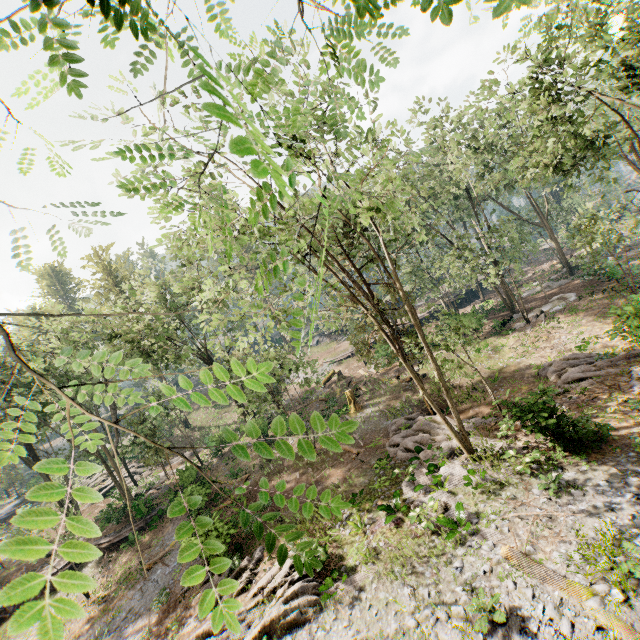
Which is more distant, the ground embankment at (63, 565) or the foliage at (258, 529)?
the ground embankment at (63, 565)

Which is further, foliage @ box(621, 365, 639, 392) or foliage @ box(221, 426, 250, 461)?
foliage @ box(621, 365, 639, 392)

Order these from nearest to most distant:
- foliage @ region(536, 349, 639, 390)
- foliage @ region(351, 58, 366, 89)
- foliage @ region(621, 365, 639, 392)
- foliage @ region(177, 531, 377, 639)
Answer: foliage @ region(177, 531, 377, 639), foliage @ region(351, 58, 366, 89), foliage @ region(621, 365, 639, 392), foliage @ region(536, 349, 639, 390)

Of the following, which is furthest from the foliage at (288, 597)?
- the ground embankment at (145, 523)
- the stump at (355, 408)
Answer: the stump at (355, 408)

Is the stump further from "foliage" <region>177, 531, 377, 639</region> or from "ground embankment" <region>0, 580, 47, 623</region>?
"ground embankment" <region>0, 580, 47, 623</region>

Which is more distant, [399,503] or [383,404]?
[383,404]
